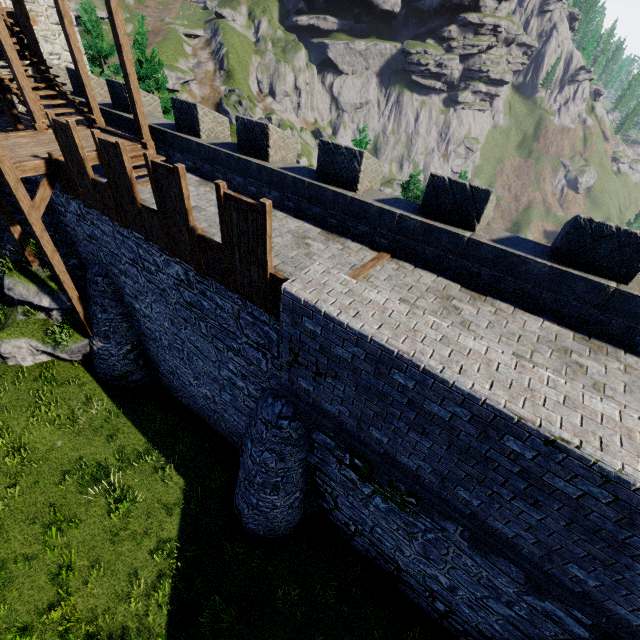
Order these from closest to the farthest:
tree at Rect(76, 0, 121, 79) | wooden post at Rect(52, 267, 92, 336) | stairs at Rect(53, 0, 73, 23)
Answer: stairs at Rect(53, 0, 73, 23), wooden post at Rect(52, 267, 92, 336), tree at Rect(76, 0, 121, 79)

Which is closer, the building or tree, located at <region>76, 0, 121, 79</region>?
the building

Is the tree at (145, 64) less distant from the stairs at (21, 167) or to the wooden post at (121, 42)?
the stairs at (21, 167)

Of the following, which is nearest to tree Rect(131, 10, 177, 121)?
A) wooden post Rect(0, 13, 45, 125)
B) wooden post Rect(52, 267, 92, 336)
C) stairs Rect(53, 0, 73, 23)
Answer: stairs Rect(53, 0, 73, 23)

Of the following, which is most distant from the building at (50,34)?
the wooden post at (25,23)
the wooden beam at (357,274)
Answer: the wooden beam at (357,274)

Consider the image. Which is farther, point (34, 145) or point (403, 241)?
point (34, 145)

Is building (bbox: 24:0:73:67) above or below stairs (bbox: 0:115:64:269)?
above

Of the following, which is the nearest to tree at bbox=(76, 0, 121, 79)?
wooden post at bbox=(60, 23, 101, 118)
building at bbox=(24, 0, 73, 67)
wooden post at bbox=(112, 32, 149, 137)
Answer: building at bbox=(24, 0, 73, 67)
